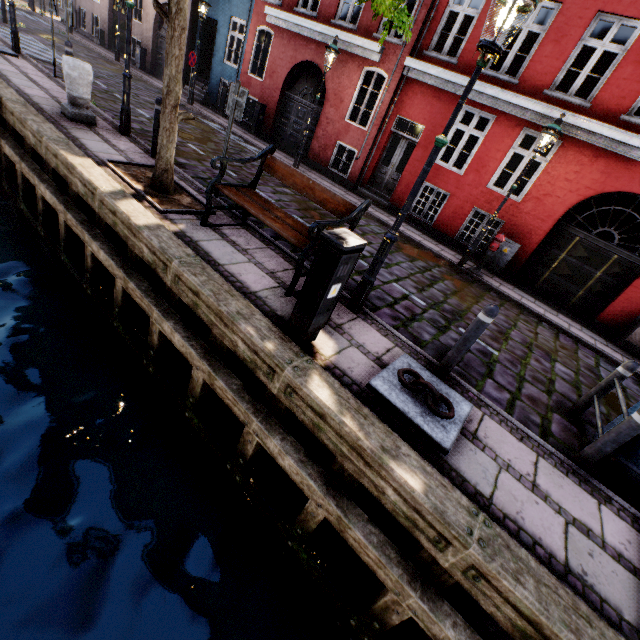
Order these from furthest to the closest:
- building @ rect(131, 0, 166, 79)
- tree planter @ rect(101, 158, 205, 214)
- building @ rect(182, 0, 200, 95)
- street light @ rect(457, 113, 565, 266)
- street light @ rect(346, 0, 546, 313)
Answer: building @ rect(131, 0, 166, 79) → building @ rect(182, 0, 200, 95) → street light @ rect(457, 113, 565, 266) → tree planter @ rect(101, 158, 205, 214) → street light @ rect(346, 0, 546, 313)

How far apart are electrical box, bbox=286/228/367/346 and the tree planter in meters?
3.0

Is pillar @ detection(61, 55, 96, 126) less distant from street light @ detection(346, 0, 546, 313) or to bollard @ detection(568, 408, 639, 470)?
street light @ detection(346, 0, 546, 313)

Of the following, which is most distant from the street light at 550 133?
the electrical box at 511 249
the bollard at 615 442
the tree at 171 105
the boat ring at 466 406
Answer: the bollard at 615 442

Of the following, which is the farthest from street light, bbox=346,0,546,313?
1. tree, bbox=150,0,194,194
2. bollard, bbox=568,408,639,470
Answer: bollard, bbox=568,408,639,470

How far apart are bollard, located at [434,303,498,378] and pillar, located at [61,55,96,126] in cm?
865

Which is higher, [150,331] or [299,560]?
[150,331]

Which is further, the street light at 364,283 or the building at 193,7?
the building at 193,7
